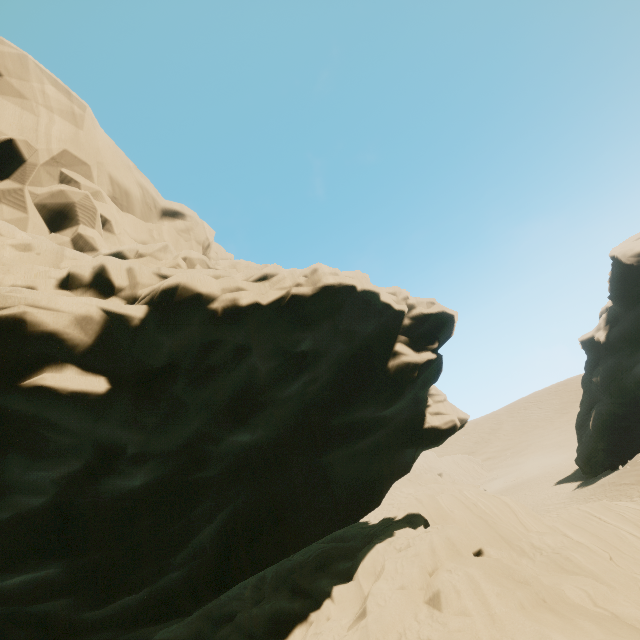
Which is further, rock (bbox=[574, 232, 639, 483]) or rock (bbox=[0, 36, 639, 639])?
rock (bbox=[574, 232, 639, 483])

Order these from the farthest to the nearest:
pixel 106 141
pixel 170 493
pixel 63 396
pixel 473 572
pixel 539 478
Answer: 1. pixel 539 478
2. pixel 106 141
3. pixel 170 493
4. pixel 473 572
5. pixel 63 396

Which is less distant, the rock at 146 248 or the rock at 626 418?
the rock at 146 248
